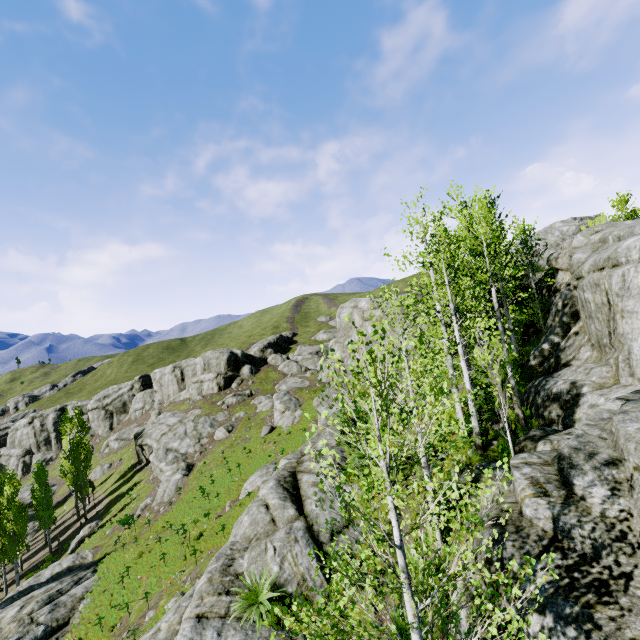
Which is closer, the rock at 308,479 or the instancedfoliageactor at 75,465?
the rock at 308,479

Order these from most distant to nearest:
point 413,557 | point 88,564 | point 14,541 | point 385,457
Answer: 1. point 14,541
2. point 88,564
3. point 385,457
4. point 413,557

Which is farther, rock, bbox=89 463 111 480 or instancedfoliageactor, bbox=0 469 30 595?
rock, bbox=89 463 111 480

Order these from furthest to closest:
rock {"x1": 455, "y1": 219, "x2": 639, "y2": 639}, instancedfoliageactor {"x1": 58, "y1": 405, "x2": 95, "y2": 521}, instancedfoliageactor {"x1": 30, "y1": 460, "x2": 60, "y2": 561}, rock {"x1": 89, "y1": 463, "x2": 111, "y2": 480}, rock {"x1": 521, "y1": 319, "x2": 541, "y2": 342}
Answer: rock {"x1": 89, "y1": 463, "x2": 111, "y2": 480}, instancedfoliageactor {"x1": 58, "y1": 405, "x2": 95, "y2": 521}, instancedfoliageactor {"x1": 30, "y1": 460, "x2": 60, "y2": 561}, rock {"x1": 521, "y1": 319, "x2": 541, "y2": 342}, rock {"x1": 455, "y1": 219, "x2": 639, "y2": 639}

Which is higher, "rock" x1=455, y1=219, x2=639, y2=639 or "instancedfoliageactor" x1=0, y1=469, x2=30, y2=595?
"rock" x1=455, y1=219, x2=639, y2=639

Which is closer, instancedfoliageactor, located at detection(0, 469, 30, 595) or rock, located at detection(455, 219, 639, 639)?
rock, located at detection(455, 219, 639, 639)

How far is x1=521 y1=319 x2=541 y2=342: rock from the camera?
19.4 meters

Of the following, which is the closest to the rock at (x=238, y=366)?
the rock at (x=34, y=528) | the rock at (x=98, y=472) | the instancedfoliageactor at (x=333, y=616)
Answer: the instancedfoliageactor at (x=333, y=616)
